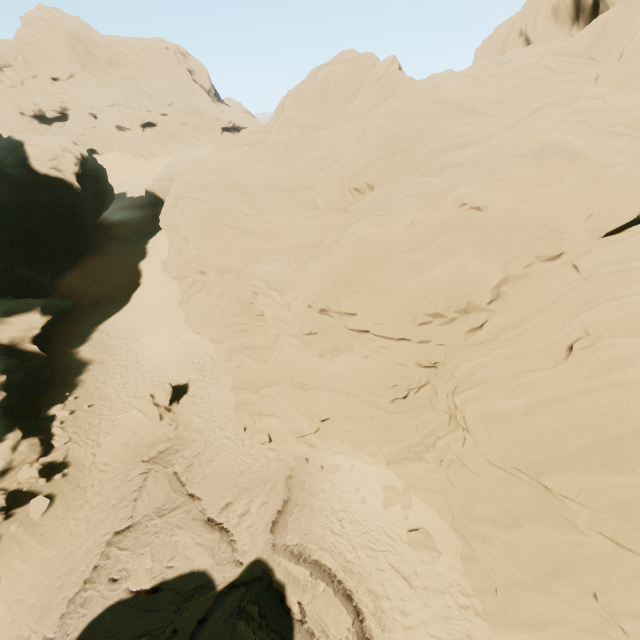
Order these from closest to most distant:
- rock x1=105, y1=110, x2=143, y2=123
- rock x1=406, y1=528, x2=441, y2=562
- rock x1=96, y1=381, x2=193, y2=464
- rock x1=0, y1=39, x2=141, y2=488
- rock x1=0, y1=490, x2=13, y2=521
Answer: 1. rock x1=406, y1=528, x2=441, y2=562
2. rock x1=0, y1=490, x2=13, y2=521
3. rock x1=96, y1=381, x2=193, y2=464
4. rock x1=0, y1=39, x2=141, y2=488
5. rock x1=105, y1=110, x2=143, y2=123

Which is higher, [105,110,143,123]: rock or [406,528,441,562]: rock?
[105,110,143,123]: rock

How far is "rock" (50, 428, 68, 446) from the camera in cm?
1694

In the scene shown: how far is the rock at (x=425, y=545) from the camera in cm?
1166

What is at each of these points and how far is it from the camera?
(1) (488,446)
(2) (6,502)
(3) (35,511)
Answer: (1) rock, 8.73m
(2) rock, 13.65m
(3) rock, 13.92m
